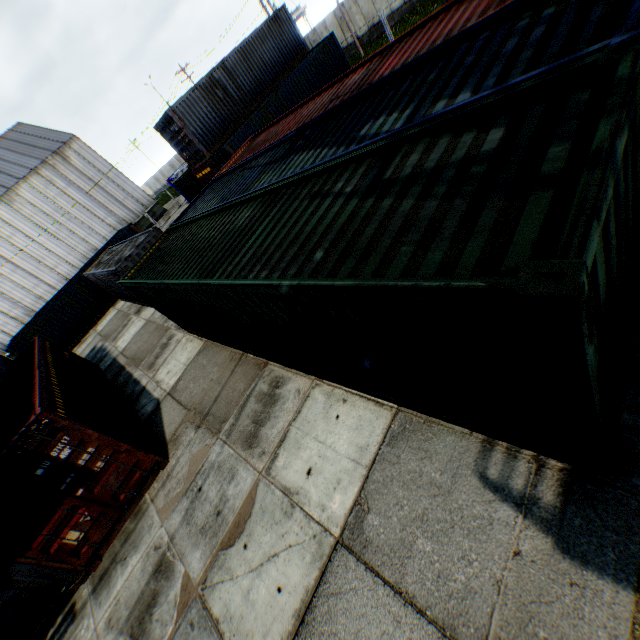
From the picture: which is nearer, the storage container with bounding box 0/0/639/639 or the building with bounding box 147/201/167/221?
the storage container with bounding box 0/0/639/639

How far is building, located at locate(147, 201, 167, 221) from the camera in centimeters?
3792cm

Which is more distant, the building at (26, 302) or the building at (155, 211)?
the building at (155, 211)

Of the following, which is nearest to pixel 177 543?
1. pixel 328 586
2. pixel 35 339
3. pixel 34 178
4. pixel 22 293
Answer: pixel 328 586

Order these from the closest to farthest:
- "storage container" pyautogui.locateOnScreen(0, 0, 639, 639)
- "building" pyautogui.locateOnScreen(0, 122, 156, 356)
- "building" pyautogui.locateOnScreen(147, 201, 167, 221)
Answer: "storage container" pyautogui.locateOnScreen(0, 0, 639, 639)
"building" pyautogui.locateOnScreen(0, 122, 156, 356)
"building" pyautogui.locateOnScreen(147, 201, 167, 221)

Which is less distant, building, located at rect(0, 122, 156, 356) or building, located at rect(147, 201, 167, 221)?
building, located at rect(0, 122, 156, 356)

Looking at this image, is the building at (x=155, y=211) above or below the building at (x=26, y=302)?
below
